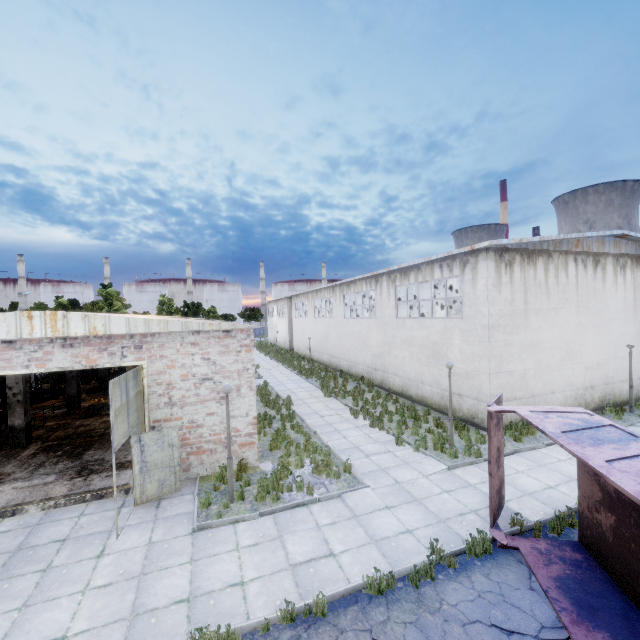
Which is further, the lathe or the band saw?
the lathe

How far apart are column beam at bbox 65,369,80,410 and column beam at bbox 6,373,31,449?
5.3m

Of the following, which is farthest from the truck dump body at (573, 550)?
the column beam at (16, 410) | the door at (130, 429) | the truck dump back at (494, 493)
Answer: the column beam at (16, 410)

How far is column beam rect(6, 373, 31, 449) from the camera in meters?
13.5 m

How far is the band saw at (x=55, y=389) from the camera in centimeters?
2103cm

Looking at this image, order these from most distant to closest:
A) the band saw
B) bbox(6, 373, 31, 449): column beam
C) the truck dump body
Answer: the band saw < bbox(6, 373, 31, 449): column beam < the truck dump body

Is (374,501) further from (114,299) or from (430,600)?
(114,299)

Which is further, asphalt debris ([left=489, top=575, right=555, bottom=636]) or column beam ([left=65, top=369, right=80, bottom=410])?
column beam ([left=65, top=369, right=80, bottom=410])
